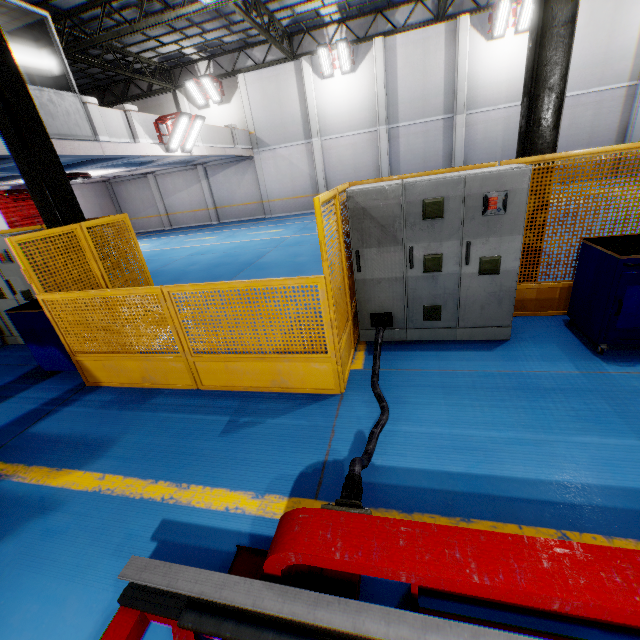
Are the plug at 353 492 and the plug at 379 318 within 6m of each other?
yes

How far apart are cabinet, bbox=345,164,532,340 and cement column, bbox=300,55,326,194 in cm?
1655

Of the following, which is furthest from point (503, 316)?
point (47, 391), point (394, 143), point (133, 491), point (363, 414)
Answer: point (394, 143)

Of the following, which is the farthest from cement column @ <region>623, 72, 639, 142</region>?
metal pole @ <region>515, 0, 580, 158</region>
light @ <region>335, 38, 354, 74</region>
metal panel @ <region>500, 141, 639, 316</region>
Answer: metal pole @ <region>515, 0, 580, 158</region>

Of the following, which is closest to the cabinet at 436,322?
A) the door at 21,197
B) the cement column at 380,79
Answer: the cement column at 380,79

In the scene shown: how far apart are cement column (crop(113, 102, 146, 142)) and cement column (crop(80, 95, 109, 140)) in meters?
1.1

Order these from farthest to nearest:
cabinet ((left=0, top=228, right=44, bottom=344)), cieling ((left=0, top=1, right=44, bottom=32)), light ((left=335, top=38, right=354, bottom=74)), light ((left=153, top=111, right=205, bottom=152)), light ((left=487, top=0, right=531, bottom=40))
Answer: light ((left=335, top=38, right=354, bottom=74)), light ((left=487, top=0, right=531, bottom=40)), light ((left=153, top=111, right=205, bottom=152)), cieling ((left=0, top=1, right=44, bottom=32)), cabinet ((left=0, top=228, right=44, bottom=344))

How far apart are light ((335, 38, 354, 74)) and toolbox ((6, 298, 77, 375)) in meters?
17.5
